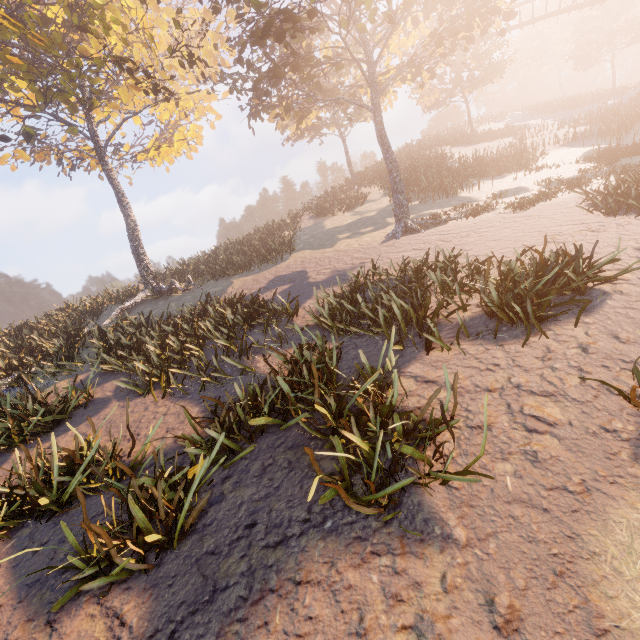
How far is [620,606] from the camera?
2.6m
